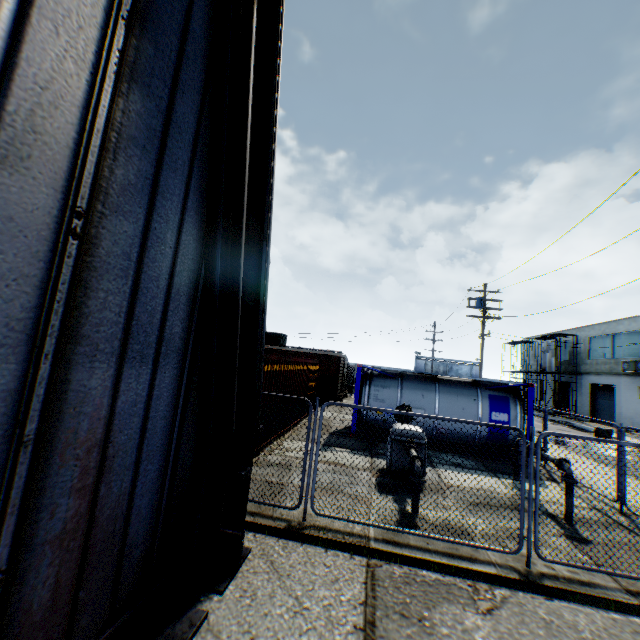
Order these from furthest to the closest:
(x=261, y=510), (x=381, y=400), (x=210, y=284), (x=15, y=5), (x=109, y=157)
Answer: (x=381, y=400)
(x=261, y=510)
(x=210, y=284)
(x=109, y=157)
(x=15, y=5)

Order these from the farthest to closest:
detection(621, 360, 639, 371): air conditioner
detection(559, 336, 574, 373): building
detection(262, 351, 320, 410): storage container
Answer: detection(559, 336, 574, 373): building → detection(621, 360, 639, 371): air conditioner → detection(262, 351, 320, 410): storage container

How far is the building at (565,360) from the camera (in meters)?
36.06

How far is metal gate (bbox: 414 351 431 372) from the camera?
58.9 meters

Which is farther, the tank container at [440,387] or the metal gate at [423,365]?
the metal gate at [423,365]

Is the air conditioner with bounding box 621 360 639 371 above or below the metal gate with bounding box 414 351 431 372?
above

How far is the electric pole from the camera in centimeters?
2255cm

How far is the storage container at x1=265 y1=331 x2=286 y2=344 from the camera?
41.1 meters
